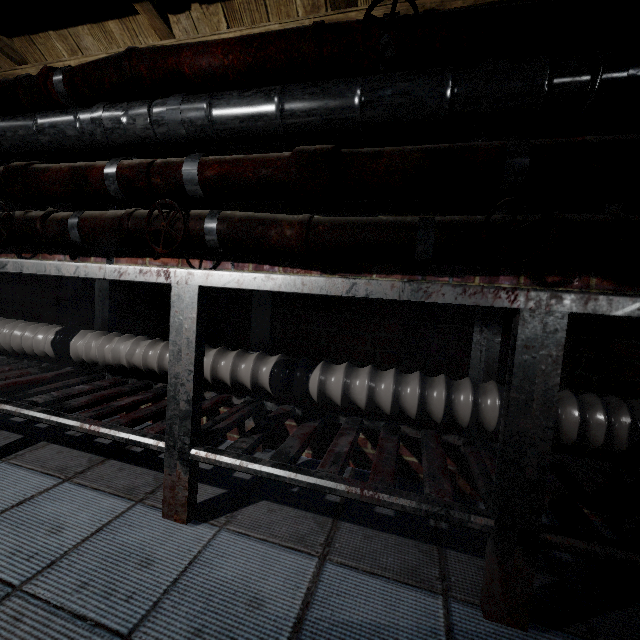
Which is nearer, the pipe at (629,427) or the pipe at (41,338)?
the pipe at (629,427)

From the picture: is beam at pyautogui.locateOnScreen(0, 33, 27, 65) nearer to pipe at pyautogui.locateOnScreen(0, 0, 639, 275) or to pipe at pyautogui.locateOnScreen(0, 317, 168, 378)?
pipe at pyautogui.locateOnScreen(0, 0, 639, 275)

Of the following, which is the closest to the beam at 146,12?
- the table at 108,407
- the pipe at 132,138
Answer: the pipe at 132,138

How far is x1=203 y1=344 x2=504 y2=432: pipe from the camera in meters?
1.2 m

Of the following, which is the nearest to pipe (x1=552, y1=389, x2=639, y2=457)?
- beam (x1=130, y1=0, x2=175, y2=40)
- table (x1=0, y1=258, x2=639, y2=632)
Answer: table (x1=0, y1=258, x2=639, y2=632)

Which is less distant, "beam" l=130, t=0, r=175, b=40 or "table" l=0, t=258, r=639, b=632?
"table" l=0, t=258, r=639, b=632

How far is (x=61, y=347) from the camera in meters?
1.7 m
